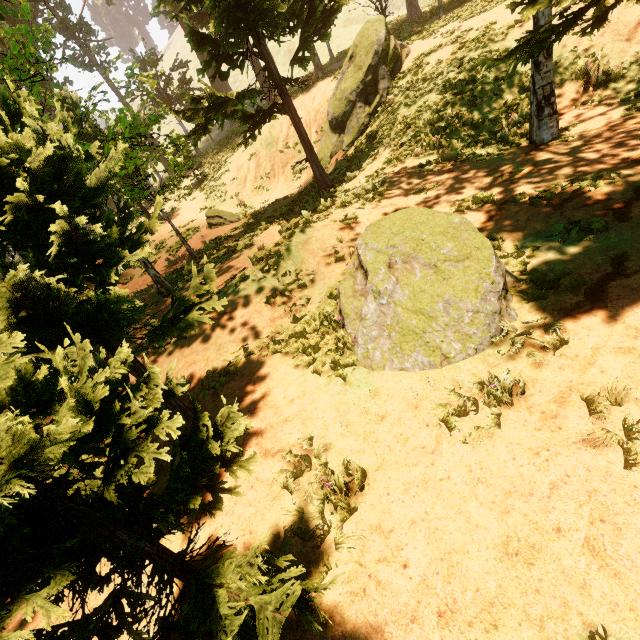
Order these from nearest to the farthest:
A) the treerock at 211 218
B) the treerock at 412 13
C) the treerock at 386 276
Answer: the treerock at 386 276 → the treerock at 211 218 → the treerock at 412 13

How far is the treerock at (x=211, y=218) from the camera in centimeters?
1670cm

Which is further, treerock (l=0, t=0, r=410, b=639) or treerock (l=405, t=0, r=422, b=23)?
treerock (l=405, t=0, r=422, b=23)

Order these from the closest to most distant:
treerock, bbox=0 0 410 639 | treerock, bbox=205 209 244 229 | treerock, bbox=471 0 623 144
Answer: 1. treerock, bbox=0 0 410 639
2. treerock, bbox=471 0 623 144
3. treerock, bbox=205 209 244 229

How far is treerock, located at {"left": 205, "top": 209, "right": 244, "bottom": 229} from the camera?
16.7m

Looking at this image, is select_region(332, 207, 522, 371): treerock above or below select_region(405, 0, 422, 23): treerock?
below

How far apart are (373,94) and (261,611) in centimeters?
1850cm
